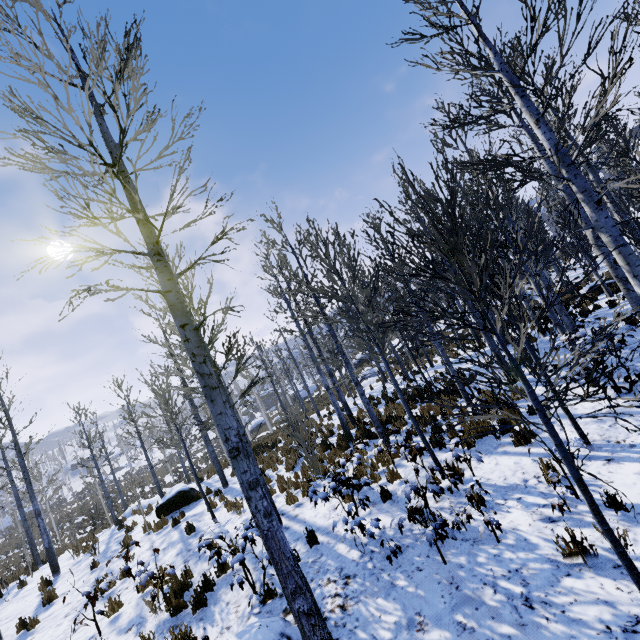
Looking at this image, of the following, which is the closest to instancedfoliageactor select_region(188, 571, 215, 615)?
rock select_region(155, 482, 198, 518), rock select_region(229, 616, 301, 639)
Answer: rock select_region(155, 482, 198, 518)

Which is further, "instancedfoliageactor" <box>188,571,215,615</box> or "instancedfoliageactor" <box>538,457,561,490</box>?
"instancedfoliageactor" <box>188,571,215,615</box>

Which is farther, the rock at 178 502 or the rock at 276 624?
the rock at 178 502

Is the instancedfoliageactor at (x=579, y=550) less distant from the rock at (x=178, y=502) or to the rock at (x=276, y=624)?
the rock at (x=178, y=502)

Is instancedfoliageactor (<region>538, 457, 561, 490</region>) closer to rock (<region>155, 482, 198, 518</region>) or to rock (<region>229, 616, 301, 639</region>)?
rock (<region>155, 482, 198, 518</region>)

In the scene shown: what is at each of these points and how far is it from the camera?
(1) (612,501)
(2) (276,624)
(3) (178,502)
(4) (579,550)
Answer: (1) instancedfoliageactor, 4.1 meters
(2) rock, 4.2 meters
(3) rock, 12.8 meters
(4) instancedfoliageactor, 3.6 meters
